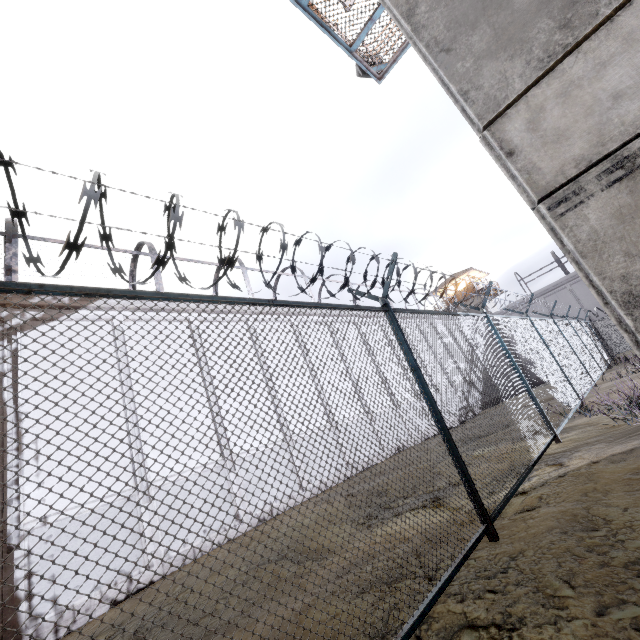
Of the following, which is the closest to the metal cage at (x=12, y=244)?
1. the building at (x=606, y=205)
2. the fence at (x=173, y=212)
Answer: the fence at (x=173, y=212)

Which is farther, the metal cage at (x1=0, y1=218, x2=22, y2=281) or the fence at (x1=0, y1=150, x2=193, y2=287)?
the metal cage at (x1=0, y1=218, x2=22, y2=281)

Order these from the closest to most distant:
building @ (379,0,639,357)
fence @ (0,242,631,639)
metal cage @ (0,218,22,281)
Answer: fence @ (0,242,631,639)
building @ (379,0,639,357)
metal cage @ (0,218,22,281)

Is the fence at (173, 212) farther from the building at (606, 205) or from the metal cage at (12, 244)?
the metal cage at (12, 244)

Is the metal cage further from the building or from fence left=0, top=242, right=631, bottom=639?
the building

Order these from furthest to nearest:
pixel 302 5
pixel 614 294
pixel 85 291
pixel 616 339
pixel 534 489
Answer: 1. pixel 616 339
2. pixel 302 5
3. pixel 534 489
4. pixel 614 294
5. pixel 85 291
